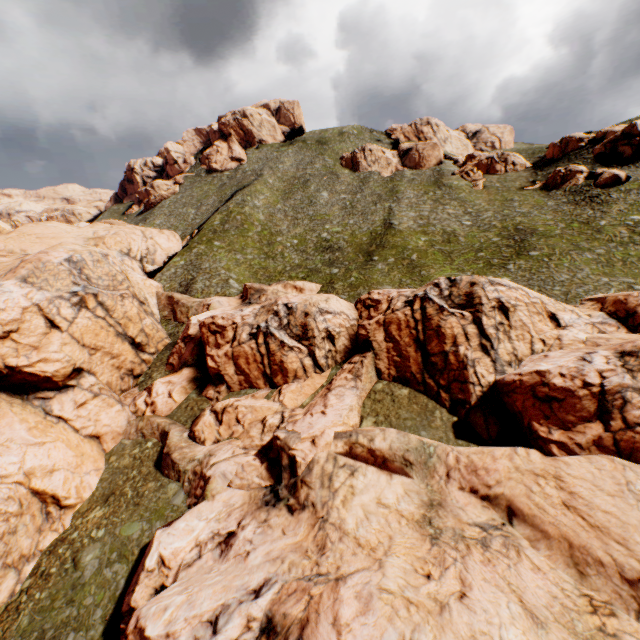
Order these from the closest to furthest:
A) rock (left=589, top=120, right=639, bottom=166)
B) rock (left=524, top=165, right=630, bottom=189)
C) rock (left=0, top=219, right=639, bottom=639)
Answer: rock (left=0, top=219, right=639, bottom=639), rock (left=524, top=165, right=630, bottom=189), rock (left=589, top=120, right=639, bottom=166)

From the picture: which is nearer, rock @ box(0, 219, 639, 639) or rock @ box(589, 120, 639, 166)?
rock @ box(0, 219, 639, 639)

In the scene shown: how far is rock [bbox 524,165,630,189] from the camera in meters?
48.2

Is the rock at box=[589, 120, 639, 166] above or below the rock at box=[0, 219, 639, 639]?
above

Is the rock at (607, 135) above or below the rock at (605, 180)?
above

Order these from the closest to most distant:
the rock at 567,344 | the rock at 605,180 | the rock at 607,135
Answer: the rock at 567,344, the rock at 605,180, the rock at 607,135

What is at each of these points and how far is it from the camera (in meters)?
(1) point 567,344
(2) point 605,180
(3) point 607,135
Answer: (1) rock, 26.09
(2) rock, 48.84
(3) rock, 56.75
